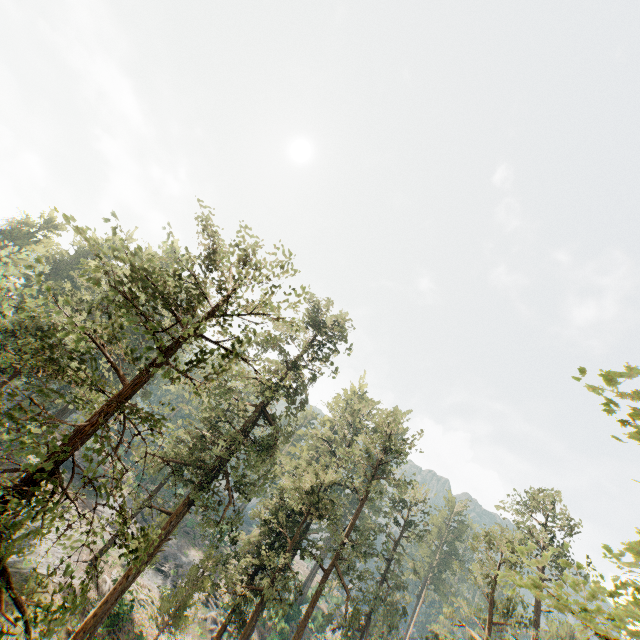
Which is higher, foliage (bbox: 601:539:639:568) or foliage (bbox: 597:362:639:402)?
foliage (bbox: 597:362:639:402)

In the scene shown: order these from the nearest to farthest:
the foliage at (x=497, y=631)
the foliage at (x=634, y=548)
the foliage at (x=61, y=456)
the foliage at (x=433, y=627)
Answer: the foliage at (x=497, y=631), the foliage at (x=634, y=548), the foliage at (x=61, y=456), the foliage at (x=433, y=627)

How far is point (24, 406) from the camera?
7.72m

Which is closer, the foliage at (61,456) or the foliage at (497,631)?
the foliage at (497,631)

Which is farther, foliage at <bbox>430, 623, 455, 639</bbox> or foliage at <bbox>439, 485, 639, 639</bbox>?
foliage at <bbox>430, 623, 455, 639</bbox>
